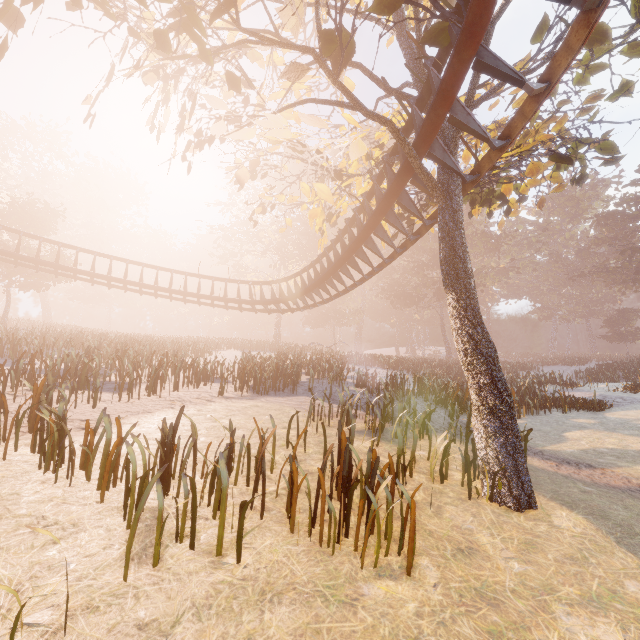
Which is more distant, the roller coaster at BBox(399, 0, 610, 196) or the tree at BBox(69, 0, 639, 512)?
the tree at BBox(69, 0, 639, 512)

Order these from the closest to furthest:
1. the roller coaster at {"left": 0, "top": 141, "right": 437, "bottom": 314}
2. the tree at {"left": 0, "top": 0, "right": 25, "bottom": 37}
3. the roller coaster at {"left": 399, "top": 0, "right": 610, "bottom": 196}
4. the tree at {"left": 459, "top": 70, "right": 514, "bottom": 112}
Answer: the roller coaster at {"left": 399, "top": 0, "right": 610, "bottom": 196}
the tree at {"left": 0, "top": 0, "right": 25, "bottom": 37}
the tree at {"left": 459, "top": 70, "right": 514, "bottom": 112}
the roller coaster at {"left": 0, "top": 141, "right": 437, "bottom": 314}

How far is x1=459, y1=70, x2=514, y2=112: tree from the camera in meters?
6.0 m

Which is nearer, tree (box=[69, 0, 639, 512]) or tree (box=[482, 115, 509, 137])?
tree (box=[69, 0, 639, 512])

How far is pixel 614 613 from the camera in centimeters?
335cm

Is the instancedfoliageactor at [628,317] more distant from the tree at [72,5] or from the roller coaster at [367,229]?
the roller coaster at [367,229]
